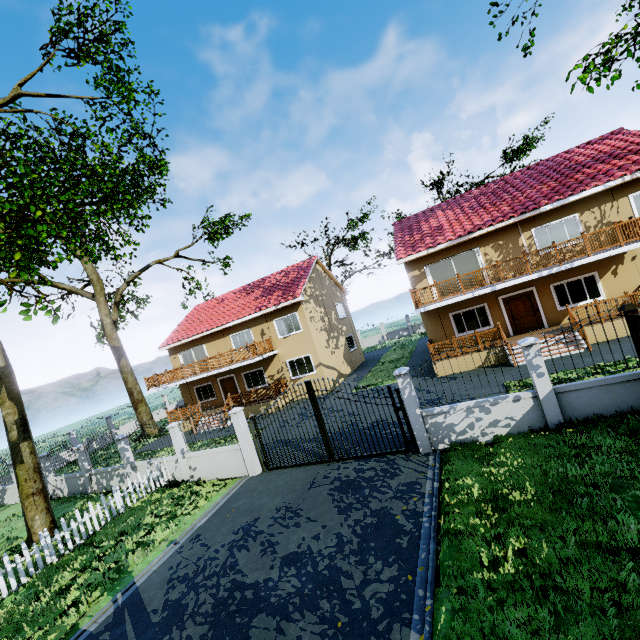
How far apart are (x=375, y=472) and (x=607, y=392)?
6.17m

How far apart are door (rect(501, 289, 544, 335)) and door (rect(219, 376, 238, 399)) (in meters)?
18.61

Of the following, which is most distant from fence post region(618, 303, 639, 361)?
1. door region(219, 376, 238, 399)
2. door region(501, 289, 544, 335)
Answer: door region(219, 376, 238, 399)

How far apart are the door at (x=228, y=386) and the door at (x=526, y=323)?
18.6m

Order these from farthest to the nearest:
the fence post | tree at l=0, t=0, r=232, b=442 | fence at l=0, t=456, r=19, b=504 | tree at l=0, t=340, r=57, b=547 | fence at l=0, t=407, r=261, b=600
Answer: fence at l=0, t=456, r=19, b=504
tree at l=0, t=340, r=57, b=547
tree at l=0, t=0, r=232, b=442
fence at l=0, t=407, r=261, b=600
the fence post

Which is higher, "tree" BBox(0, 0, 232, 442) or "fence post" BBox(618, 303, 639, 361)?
"tree" BBox(0, 0, 232, 442)

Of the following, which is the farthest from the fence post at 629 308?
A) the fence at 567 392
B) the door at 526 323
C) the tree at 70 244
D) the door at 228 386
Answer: the door at 228 386

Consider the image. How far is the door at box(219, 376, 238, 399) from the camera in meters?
24.5
